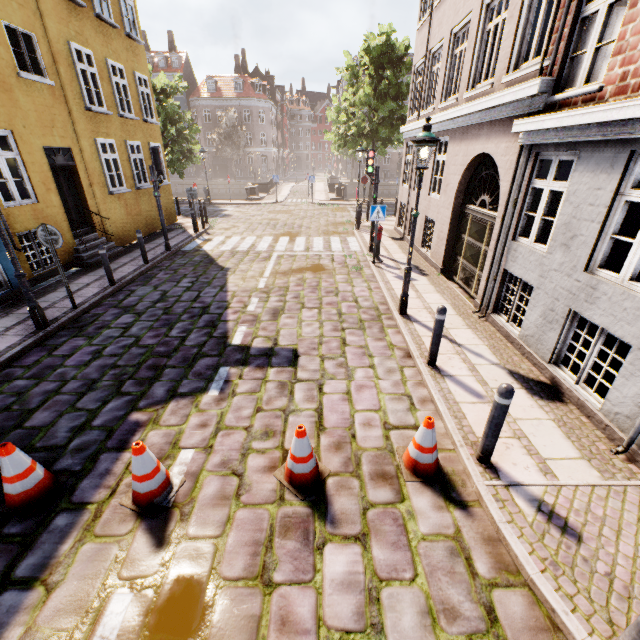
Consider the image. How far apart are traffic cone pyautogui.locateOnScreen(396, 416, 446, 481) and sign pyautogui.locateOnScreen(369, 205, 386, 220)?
7.74m

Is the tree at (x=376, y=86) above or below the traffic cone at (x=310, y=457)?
above

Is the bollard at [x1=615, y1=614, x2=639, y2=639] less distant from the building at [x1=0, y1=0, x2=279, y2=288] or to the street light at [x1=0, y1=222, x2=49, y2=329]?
the street light at [x1=0, y1=222, x2=49, y2=329]

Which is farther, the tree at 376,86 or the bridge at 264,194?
the bridge at 264,194

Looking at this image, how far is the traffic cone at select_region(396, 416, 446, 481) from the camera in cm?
364

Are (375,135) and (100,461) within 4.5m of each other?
no

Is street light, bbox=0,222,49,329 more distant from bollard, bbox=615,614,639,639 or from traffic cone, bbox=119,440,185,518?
bollard, bbox=615,614,639,639

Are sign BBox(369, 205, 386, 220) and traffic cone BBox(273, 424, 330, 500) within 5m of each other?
no
